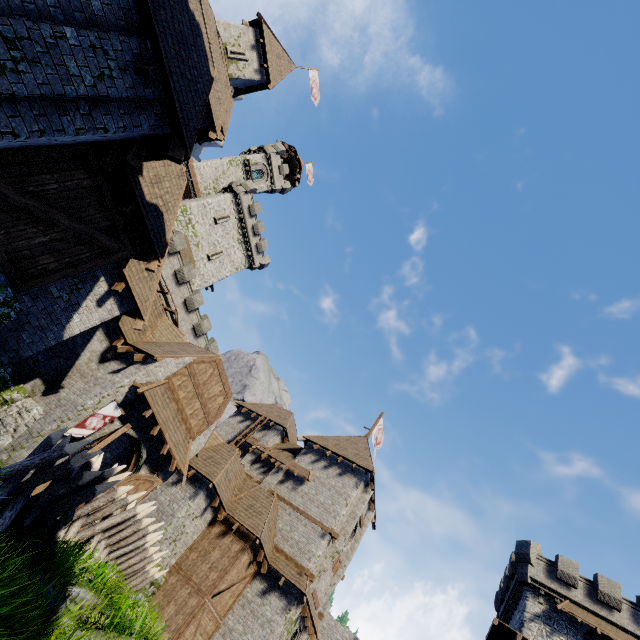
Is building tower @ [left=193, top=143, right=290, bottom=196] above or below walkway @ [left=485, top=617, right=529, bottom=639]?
above

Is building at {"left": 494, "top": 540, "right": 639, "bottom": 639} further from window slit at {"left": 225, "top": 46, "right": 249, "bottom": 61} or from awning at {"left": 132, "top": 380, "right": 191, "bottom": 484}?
window slit at {"left": 225, "top": 46, "right": 249, "bottom": 61}

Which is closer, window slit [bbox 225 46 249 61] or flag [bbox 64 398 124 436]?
flag [bbox 64 398 124 436]

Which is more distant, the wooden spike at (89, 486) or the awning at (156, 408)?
the awning at (156, 408)

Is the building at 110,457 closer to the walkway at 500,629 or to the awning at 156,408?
the awning at 156,408

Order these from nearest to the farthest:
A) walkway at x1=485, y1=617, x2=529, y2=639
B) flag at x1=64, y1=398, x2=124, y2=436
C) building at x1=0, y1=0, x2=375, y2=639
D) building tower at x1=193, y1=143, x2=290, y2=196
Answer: building at x1=0, y1=0, x2=375, y2=639 < flag at x1=64, y1=398, x2=124, y2=436 < walkway at x1=485, y1=617, x2=529, y2=639 < building tower at x1=193, y1=143, x2=290, y2=196

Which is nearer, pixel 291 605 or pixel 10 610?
pixel 10 610

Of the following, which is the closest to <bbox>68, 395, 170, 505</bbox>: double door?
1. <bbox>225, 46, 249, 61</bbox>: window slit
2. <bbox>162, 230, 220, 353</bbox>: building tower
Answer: <bbox>162, 230, 220, 353</bbox>: building tower
